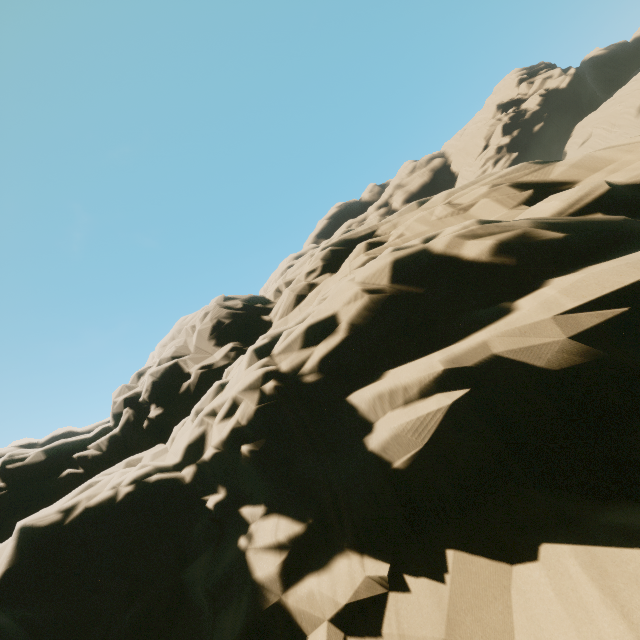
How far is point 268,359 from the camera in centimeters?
873cm
